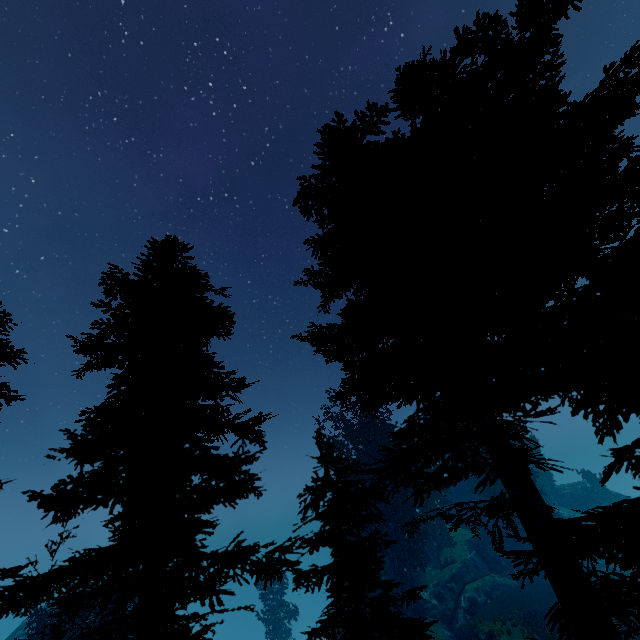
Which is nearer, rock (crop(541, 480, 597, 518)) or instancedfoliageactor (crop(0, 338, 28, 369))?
instancedfoliageactor (crop(0, 338, 28, 369))

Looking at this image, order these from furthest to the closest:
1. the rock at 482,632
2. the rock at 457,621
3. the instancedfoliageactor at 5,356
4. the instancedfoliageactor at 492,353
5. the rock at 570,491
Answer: the rock at 570,491, the rock at 457,621, the rock at 482,632, the instancedfoliageactor at 5,356, the instancedfoliageactor at 492,353

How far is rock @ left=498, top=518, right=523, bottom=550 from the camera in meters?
35.2

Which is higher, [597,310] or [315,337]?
[315,337]

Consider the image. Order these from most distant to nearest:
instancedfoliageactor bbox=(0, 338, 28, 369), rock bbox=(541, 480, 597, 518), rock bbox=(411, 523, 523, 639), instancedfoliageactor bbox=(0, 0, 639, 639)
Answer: rock bbox=(541, 480, 597, 518) → rock bbox=(411, 523, 523, 639) → instancedfoliageactor bbox=(0, 338, 28, 369) → instancedfoliageactor bbox=(0, 0, 639, 639)

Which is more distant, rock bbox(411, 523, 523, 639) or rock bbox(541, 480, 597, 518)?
rock bbox(541, 480, 597, 518)

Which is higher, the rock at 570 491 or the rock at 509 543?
the rock at 570 491
